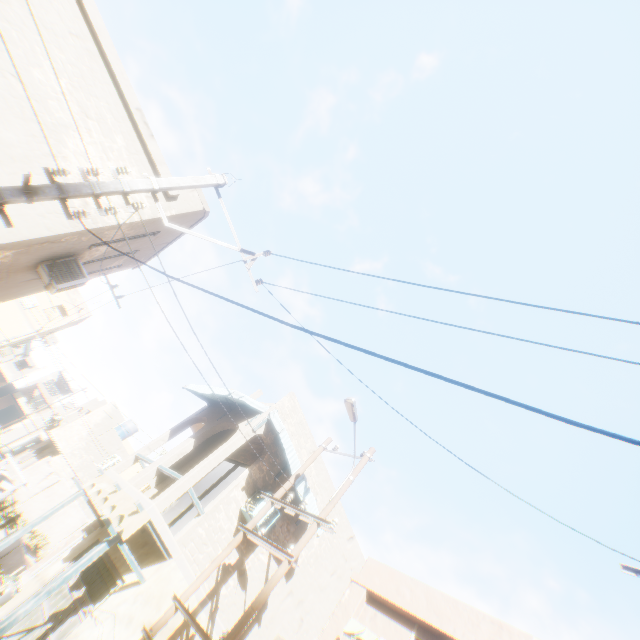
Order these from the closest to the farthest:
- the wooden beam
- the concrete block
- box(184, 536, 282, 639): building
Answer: the wooden beam < box(184, 536, 282, 639): building < the concrete block

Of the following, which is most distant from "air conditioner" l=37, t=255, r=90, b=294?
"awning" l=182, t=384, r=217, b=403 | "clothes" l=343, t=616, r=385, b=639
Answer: "clothes" l=343, t=616, r=385, b=639

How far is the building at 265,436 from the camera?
11.33m

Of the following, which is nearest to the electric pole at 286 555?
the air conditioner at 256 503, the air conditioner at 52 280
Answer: the air conditioner at 256 503

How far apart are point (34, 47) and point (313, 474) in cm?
1442

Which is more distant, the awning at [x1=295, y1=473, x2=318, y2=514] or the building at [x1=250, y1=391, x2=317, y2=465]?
the building at [x1=250, y1=391, x2=317, y2=465]

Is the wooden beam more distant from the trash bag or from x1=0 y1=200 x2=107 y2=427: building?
the trash bag

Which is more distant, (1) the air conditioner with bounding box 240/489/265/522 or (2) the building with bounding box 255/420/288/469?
(2) the building with bounding box 255/420/288/469
